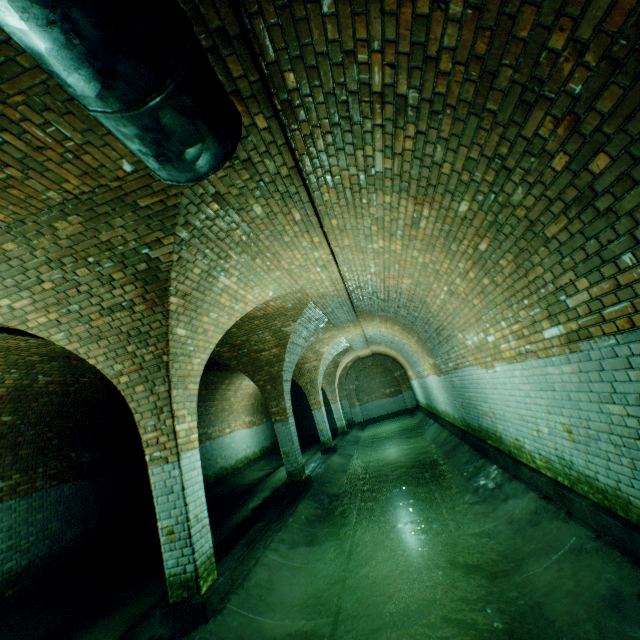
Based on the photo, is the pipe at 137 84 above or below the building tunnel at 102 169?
below

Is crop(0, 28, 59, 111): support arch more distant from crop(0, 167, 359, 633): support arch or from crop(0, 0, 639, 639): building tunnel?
crop(0, 167, 359, 633): support arch

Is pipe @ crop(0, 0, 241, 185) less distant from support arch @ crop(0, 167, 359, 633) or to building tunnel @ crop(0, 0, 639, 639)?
building tunnel @ crop(0, 0, 639, 639)

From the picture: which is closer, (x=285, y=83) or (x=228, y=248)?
(x=285, y=83)

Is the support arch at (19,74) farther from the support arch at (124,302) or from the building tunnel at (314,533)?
the support arch at (124,302)

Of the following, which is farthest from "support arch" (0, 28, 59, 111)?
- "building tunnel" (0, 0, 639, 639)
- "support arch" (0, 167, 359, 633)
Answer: "support arch" (0, 167, 359, 633)

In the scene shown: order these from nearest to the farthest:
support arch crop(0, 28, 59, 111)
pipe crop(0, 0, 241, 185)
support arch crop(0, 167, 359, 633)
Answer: pipe crop(0, 0, 241, 185) → support arch crop(0, 28, 59, 111) → support arch crop(0, 167, 359, 633)
